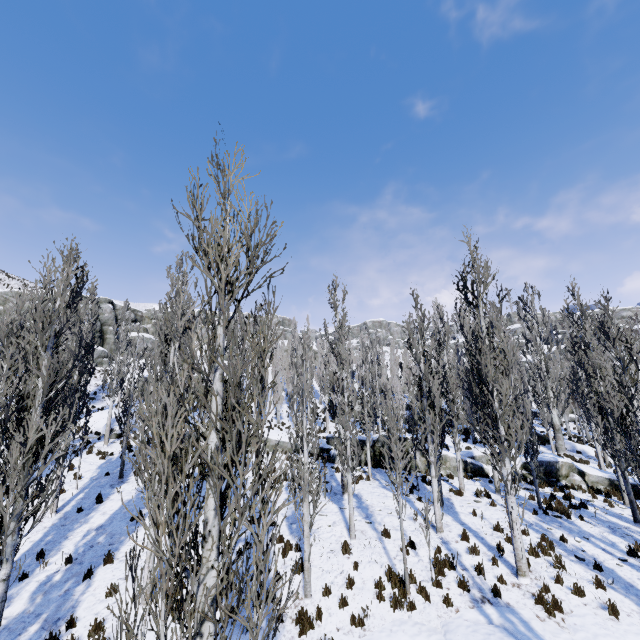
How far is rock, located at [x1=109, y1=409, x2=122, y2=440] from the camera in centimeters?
2402cm

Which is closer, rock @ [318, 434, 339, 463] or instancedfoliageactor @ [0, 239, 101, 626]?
→ instancedfoliageactor @ [0, 239, 101, 626]

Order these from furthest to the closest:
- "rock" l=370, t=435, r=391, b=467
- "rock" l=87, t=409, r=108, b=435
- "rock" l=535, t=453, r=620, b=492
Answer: "rock" l=87, t=409, r=108, b=435 → "rock" l=370, t=435, r=391, b=467 → "rock" l=535, t=453, r=620, b=492

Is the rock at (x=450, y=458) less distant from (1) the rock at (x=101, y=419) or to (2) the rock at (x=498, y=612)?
(1) the rock at (x=101, y=419)

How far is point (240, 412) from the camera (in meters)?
4.46

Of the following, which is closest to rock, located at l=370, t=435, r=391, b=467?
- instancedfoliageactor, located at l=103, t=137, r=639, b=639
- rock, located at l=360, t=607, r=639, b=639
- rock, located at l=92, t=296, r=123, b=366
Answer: instancedfoliageactor, located at l=103, t=137, r=639, b=639
